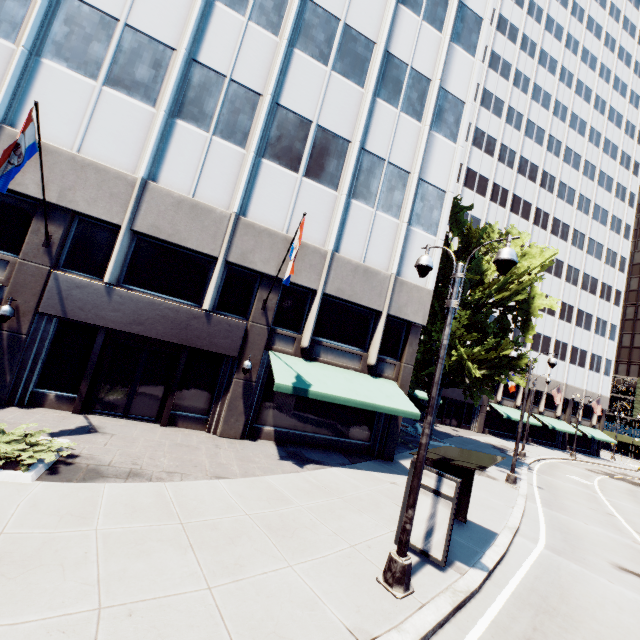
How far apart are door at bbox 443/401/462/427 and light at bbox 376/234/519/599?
34.0 meters

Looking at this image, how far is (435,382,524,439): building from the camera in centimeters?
3766cm

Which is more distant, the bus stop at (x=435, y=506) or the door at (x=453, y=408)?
the door at (x=453, y=408)

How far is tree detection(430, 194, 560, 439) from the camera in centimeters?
1964cm

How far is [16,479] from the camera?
6.8m

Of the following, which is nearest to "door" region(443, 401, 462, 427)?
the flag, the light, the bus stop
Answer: the bus stop

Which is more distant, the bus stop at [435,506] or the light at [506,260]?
the bus stop at [435,506]

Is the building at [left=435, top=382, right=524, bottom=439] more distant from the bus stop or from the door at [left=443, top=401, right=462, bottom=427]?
the bus stop
